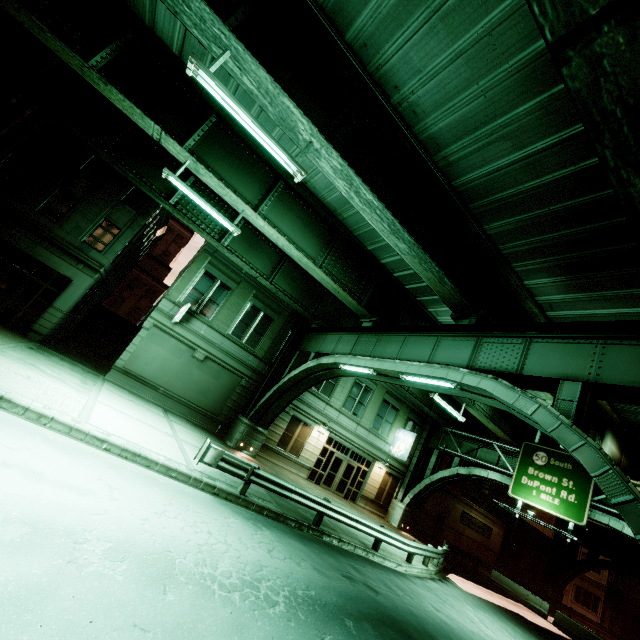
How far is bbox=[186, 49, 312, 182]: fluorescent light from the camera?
7.0 meters

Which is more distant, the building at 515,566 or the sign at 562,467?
the building at 515,566

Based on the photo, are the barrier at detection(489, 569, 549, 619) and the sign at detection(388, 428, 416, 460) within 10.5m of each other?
no

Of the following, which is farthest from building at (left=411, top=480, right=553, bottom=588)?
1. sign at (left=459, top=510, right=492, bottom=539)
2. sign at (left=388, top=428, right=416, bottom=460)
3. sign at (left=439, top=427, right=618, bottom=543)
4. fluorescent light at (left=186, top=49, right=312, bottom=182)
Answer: fluorescent light at (left=186, top=49, right=312, bottom=182)

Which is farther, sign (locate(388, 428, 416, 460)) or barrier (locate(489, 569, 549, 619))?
sign (locate(388, 428, 416, 460))

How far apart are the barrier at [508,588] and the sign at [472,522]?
4.9 meters

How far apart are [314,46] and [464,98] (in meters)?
4.26

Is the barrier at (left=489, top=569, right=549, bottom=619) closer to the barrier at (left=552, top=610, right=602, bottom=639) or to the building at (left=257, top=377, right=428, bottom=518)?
the barrier at (left=552, top=610, right=602, bottom=639)
